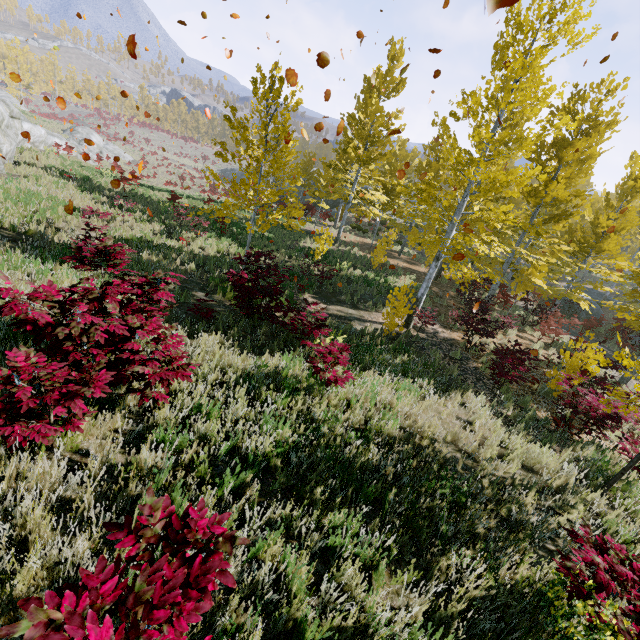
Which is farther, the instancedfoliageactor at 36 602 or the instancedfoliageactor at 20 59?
the instancedfoliageactor at 20 59

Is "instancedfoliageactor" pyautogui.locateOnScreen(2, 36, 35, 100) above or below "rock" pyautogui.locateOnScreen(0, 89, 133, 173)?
above

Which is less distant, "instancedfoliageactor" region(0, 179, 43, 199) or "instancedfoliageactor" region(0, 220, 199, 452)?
"instancedfoliageactor" region(0, 220, 199, 452)

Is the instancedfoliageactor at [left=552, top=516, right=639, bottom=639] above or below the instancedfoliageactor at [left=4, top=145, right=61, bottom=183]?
above

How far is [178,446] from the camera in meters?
3.7 m

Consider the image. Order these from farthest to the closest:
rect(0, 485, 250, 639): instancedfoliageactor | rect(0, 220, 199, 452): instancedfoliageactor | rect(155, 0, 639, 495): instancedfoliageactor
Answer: rect(155, 0, 639, 495): instancedfoliageactor → rect(0, 220, 199, 452): instancedfoliageactor → rect(0, 485, 250, 639): instancedfoliageactor

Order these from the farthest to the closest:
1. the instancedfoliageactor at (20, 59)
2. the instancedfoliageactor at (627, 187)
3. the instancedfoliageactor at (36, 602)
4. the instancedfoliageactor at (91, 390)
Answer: the instancedfoliageactor at (20, 59) → the instancedfoliageactor at (627, 187) → the instancedfoliageactor at (91, 390) → the instancedfoliageactor at (36, 602)
